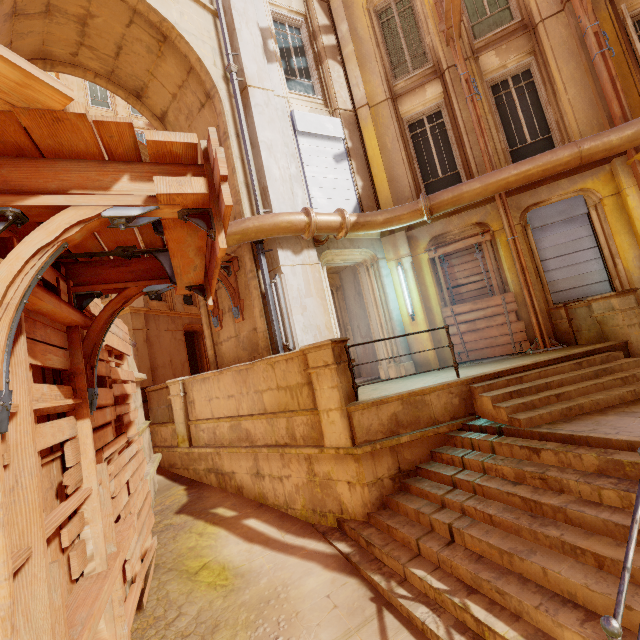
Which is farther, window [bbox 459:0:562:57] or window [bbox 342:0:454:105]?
window [bbox 342:0:454:105]

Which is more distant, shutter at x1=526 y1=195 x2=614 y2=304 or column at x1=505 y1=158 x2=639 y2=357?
shutter at x1=526 y1=195 x2=614 y2=304

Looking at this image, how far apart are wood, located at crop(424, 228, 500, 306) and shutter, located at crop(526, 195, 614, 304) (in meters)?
0.84

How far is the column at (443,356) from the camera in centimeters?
849cm

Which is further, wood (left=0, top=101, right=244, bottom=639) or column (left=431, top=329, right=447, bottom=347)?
column (left=431, top=329, right=447, bottom=347)

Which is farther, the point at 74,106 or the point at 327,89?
the point at 327,89

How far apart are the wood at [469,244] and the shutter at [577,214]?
0.8 meters

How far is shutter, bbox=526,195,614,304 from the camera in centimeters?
755cm
